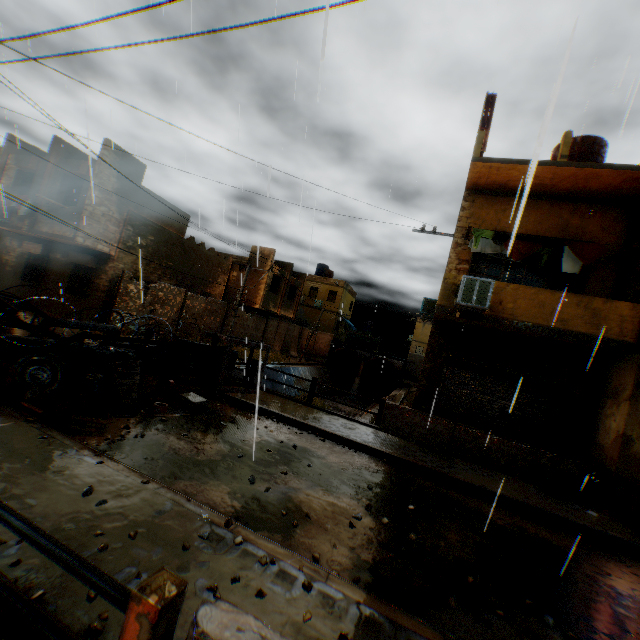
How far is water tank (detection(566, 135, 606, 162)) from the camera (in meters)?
11.08

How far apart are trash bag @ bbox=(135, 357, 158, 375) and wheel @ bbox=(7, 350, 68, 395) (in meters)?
1.24

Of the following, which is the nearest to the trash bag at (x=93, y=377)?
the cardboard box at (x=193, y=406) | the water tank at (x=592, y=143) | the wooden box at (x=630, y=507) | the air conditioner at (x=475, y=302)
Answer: the cardboard box at (x=193, y=406)

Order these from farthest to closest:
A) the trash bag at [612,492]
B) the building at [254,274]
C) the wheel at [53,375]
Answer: the building at [254,274] → the trash bag at [612,492] → the wheel at [53,375]

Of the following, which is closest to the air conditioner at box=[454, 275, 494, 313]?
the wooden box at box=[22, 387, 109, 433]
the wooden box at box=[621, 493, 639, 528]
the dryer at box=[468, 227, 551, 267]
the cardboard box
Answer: the dryer at box=[468, 227, 551, 267]

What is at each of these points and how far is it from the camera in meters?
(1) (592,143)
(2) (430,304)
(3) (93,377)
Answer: (1) water tank, 11.1
(2) air conditioner, 15.8
(3) trash bag, 6.2

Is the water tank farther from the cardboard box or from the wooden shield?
the cardboard box

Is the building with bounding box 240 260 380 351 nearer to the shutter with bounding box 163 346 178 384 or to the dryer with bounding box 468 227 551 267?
the dryer with bounding box 468 227 551 267
